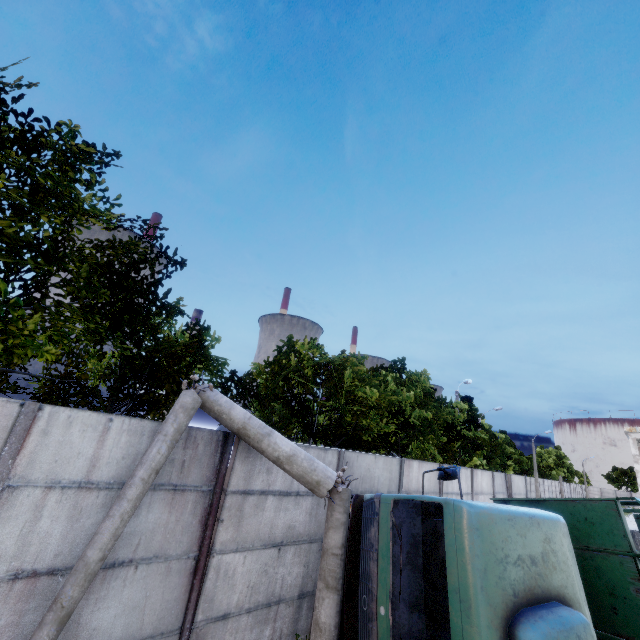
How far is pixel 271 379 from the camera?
11.0 meters

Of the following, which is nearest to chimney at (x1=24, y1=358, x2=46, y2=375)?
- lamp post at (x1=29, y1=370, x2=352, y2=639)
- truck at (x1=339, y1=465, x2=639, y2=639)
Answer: lamp post at (x1=29, y1=370, x2=352, y2=639)

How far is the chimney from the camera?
57.2 meters

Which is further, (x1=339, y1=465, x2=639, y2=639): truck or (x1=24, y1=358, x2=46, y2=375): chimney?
(x1=24, y1=358, x2=46, y2=375): chimney

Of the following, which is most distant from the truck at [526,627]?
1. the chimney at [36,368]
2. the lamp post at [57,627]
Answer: the chimney at [36,368]

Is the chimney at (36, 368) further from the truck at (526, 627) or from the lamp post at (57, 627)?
the truck at (526, 627)

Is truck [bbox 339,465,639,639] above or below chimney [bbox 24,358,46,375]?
below

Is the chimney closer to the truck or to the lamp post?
the lamp post
